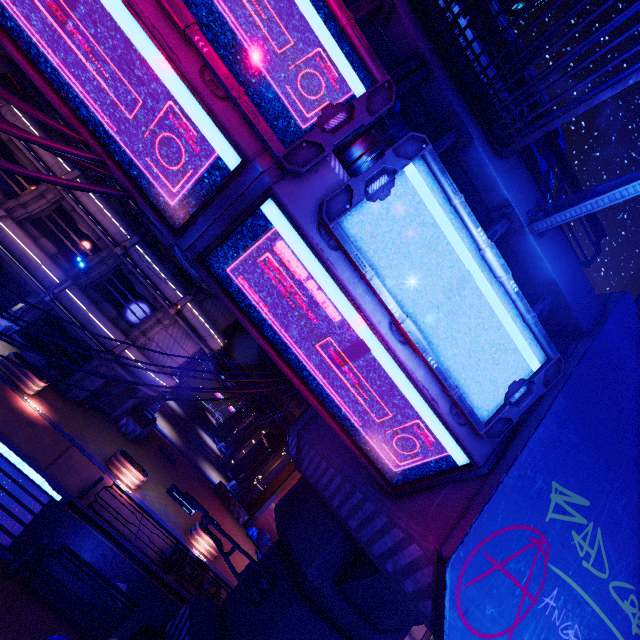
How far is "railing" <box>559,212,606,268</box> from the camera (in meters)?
5.55

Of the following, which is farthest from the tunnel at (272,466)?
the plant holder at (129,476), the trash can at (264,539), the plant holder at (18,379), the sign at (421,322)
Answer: the sign at (421,322)

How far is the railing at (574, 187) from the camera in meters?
5.4 m

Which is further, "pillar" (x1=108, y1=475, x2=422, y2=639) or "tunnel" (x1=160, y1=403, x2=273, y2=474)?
"tunnel" (x1=160, y1=403, x2=273, y2=474)

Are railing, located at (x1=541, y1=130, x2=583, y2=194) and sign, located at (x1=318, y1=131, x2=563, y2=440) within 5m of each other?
yes

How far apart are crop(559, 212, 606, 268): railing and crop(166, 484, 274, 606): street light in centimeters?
835cm

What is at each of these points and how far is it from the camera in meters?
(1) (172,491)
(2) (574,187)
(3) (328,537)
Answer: (1) street light, 6.5
(2) railing, 5.7
(3) pillar, 6.6

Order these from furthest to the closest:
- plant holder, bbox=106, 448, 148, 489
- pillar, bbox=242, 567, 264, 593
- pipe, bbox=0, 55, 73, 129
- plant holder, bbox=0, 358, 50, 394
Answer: plant holder, bbox=106, 448, 148, 489
pipe, bbox=0, 55, 73, 129
plant holder, bbox=0, 358, 50, 394
pillar, bbox=242, 567, 264, 593
